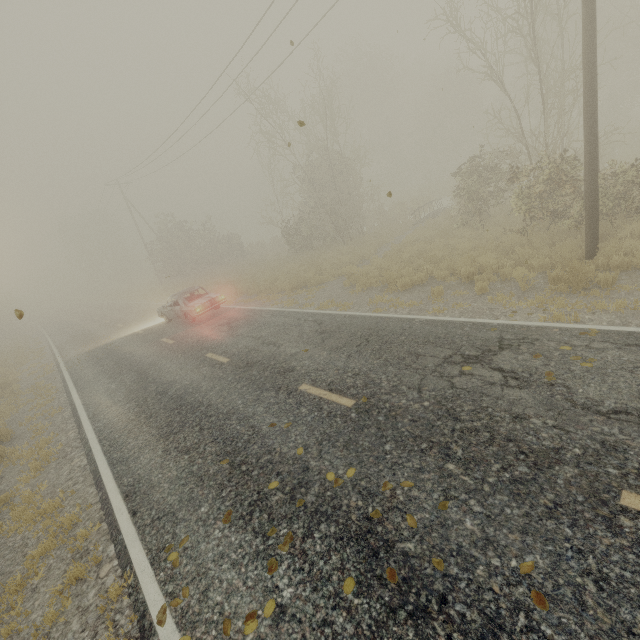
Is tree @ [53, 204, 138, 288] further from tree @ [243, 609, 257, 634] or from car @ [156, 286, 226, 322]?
tree @ [243, 609, 257, 634]

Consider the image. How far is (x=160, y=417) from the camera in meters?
7.6 m

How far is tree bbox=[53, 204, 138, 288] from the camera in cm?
5353

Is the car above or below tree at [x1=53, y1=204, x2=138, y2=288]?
below

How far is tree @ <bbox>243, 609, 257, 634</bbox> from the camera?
3.1m

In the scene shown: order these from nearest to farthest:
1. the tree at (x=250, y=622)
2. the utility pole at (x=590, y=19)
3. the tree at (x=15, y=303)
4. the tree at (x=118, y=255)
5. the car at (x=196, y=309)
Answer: the tree at (x=250, y=622)
the utility pole at (x=590, y=19)
the car at (x=196, y=309)
the tree at (x=15, y=303)
the tree at (x=118, y=255)

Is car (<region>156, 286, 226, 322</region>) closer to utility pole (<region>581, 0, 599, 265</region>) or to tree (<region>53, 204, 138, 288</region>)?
tree (<region>53, 204, 138, 288</region>)

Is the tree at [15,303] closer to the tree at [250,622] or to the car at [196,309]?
the car at [196,309]
